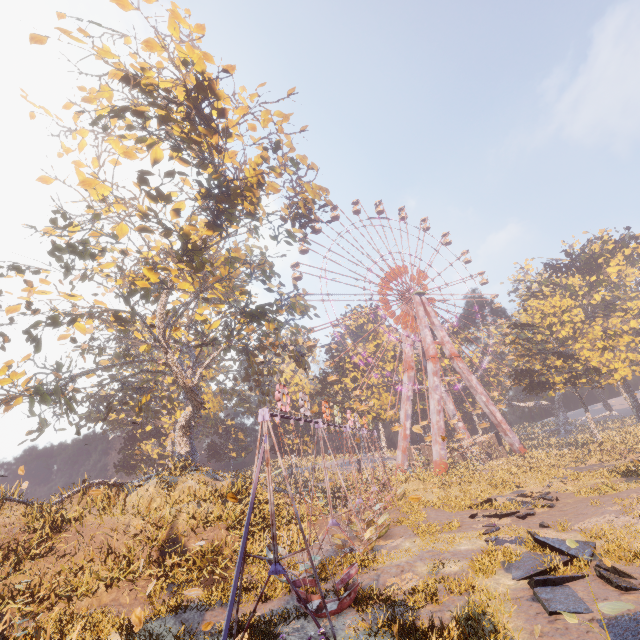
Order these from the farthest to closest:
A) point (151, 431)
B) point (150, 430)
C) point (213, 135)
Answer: point (150, 430) → point (151, 431) → point (213, 135)

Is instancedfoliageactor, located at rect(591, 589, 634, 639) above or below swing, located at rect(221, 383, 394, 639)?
above

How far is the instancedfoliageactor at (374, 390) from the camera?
50.81m

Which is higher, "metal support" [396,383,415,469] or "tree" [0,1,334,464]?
"tree" [0,1,334,464]

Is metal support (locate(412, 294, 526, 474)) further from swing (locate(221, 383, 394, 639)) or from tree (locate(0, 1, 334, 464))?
tree (locate(0, 1, 334, 464))

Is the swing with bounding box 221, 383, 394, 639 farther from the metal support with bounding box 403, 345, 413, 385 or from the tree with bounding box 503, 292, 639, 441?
the tree with bounding box 503, 292, 639, 441

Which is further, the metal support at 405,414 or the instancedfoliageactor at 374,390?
the instancedfoliageactor at 374,390

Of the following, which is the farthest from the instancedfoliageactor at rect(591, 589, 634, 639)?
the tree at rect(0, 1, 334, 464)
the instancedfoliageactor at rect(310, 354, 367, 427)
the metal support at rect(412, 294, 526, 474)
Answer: the metal support at rect(412, 294, 526, 474)
